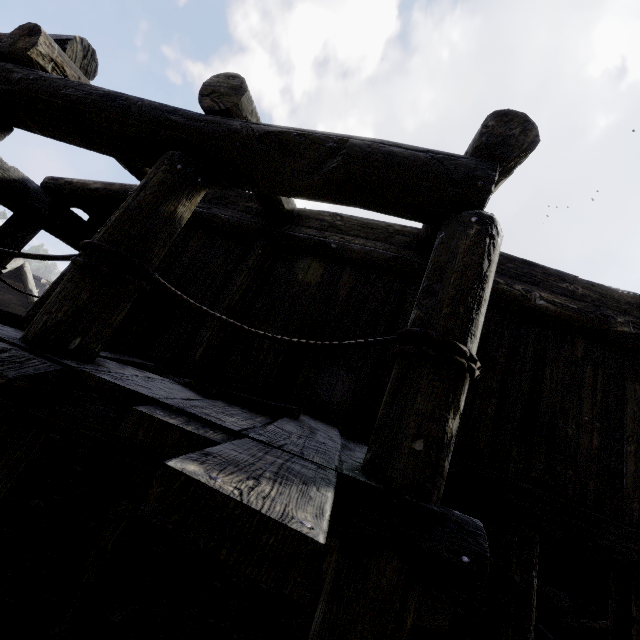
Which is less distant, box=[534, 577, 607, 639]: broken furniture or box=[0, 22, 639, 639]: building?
box=[0, 22, 639, 639]: building

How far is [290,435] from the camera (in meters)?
2.04

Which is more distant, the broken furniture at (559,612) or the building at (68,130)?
the broken furniture at (559,612)

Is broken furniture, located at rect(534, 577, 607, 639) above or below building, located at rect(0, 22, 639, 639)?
below

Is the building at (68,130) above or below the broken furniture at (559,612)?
above
